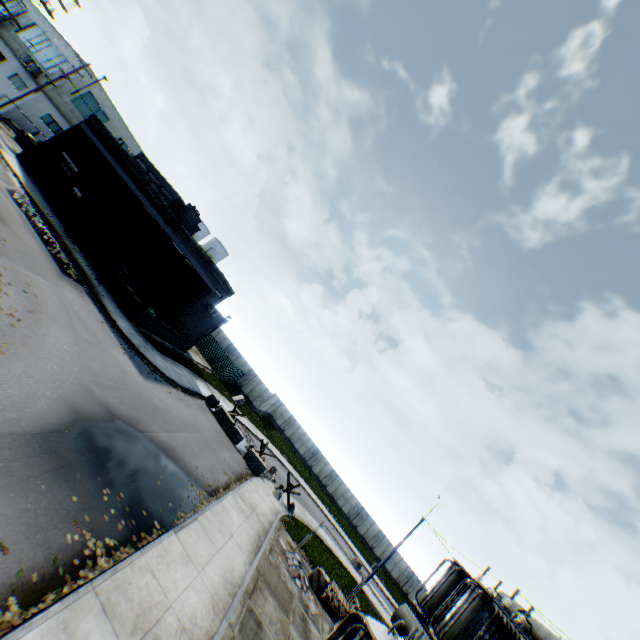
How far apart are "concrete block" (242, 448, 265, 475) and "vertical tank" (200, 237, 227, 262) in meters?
41.6

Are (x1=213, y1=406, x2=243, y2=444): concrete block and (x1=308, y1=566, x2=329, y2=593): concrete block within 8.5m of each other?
no

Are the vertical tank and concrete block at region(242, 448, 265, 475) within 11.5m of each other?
no

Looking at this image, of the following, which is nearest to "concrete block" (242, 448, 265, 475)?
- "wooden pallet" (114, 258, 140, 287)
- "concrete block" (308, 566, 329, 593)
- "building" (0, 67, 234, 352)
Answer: "concrete block" (308, 566, 329, 593)

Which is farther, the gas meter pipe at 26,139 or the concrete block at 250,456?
the gas meter pipe at 26,139

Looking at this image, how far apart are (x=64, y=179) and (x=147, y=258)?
8.7m

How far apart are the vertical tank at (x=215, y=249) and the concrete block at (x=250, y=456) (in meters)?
41.62

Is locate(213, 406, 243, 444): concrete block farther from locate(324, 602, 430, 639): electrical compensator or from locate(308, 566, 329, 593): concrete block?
locate(324, 602, 430, 639): electrical compensator
